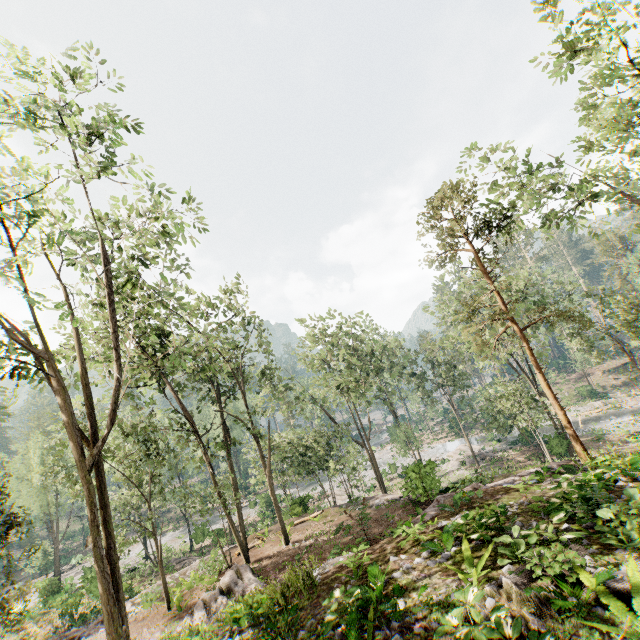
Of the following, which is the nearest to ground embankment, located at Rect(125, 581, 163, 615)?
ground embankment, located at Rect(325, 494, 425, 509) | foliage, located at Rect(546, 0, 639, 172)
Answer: foliage, located at Rect(546, 0, 639, 172)

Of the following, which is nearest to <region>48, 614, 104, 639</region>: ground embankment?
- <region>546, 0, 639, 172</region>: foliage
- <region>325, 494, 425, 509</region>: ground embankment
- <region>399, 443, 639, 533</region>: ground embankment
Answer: <region>546, 0, 639, 172</region>: foliage

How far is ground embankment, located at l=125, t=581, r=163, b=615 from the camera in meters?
18.7

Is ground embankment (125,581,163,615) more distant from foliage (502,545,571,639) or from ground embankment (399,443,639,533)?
ground embankment (399,443,639,533)

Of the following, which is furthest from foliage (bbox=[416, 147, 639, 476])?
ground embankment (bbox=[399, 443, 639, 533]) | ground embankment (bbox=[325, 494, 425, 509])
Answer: ground embankment (bbox=[399, 443, 639, 533])

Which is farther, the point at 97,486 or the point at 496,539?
the point at 97,486

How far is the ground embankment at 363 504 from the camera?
18.2 meters

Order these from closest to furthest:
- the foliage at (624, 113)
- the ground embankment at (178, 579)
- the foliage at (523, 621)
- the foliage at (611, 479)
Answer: the foliage at (523, 621), the foliage at (611, 479), the foliage at (624, 113), the ground embankment at (178, 579)
